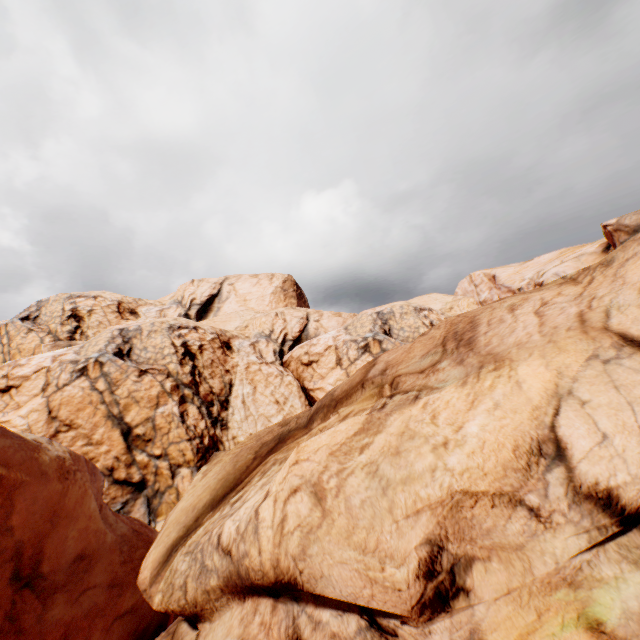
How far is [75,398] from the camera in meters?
26.1
